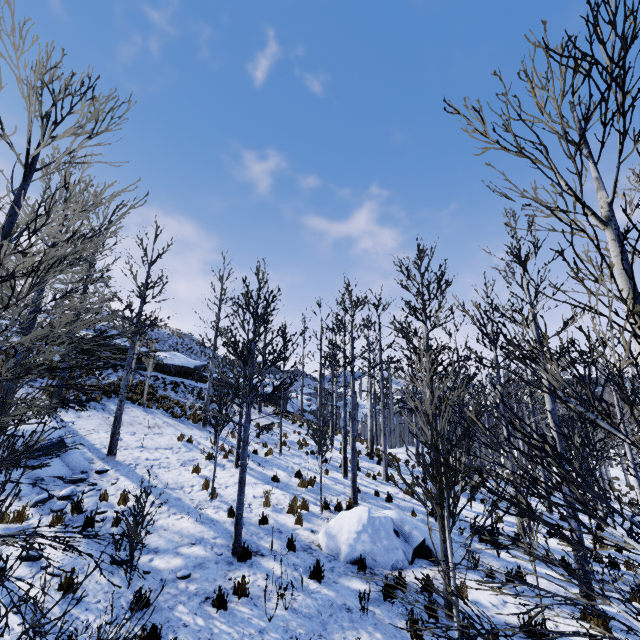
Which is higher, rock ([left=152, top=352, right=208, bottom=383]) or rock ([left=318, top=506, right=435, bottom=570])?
rock ([left=152, top=352, right=208, bottom=383])

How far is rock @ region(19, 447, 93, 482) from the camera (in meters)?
9.16

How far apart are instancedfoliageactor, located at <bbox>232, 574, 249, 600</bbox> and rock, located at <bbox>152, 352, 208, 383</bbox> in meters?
20.8

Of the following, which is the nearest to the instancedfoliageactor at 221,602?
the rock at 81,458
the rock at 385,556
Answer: the rock at 385,556

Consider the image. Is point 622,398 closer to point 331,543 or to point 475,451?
point 475,451

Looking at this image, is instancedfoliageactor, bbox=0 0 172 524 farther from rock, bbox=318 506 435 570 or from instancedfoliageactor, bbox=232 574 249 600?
instancedfoliageactor, bbox=232 574 249 600

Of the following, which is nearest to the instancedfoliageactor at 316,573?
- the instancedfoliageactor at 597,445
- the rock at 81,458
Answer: the rock at 81,458

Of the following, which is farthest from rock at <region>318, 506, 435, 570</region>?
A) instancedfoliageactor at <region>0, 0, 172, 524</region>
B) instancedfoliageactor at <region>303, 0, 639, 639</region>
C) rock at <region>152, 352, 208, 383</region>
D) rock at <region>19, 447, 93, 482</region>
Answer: instancedfoliageactor at <region>303, 0, 639, 639</region>
